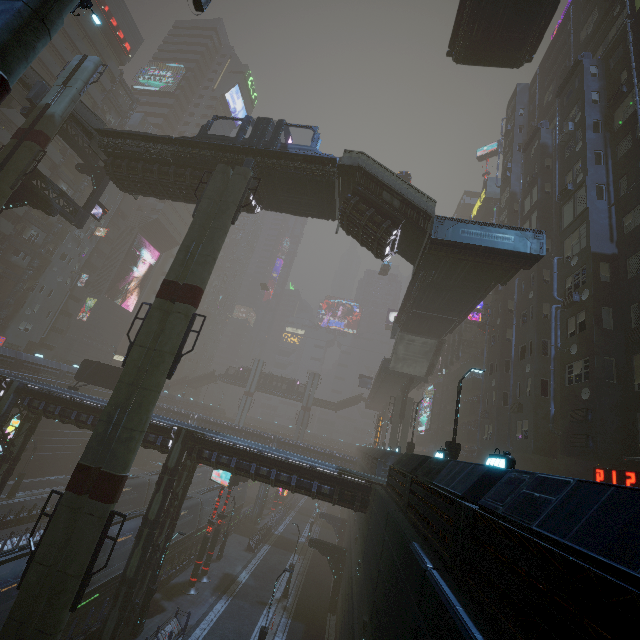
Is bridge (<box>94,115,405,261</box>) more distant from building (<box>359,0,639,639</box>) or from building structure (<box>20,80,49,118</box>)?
building structure (<box>20,80,49,118</box>)

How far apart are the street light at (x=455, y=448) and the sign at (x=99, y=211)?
32.5 meters

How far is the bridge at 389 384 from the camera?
42.6m

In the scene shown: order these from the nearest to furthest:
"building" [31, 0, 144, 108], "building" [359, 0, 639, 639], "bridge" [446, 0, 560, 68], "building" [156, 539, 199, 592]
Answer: "building" [359, 0, 639, 639]
"bridge" [446, 0, 560, 68]
"building" [156, 539, 199, 592]
"building" [31, 0, 144, 108]

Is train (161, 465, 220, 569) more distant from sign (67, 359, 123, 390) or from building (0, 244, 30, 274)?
sign (67, 359, 123, 390)

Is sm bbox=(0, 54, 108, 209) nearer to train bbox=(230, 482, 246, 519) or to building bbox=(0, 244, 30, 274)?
building bbox=(0, 244, 30, 274)

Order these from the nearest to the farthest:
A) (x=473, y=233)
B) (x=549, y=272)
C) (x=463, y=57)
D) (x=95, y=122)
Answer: (x=473, y=233) → (x=463, y=57) → (x=95, y=122) → (x=549, y=272)

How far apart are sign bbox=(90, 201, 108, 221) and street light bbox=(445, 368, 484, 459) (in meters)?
32.52
